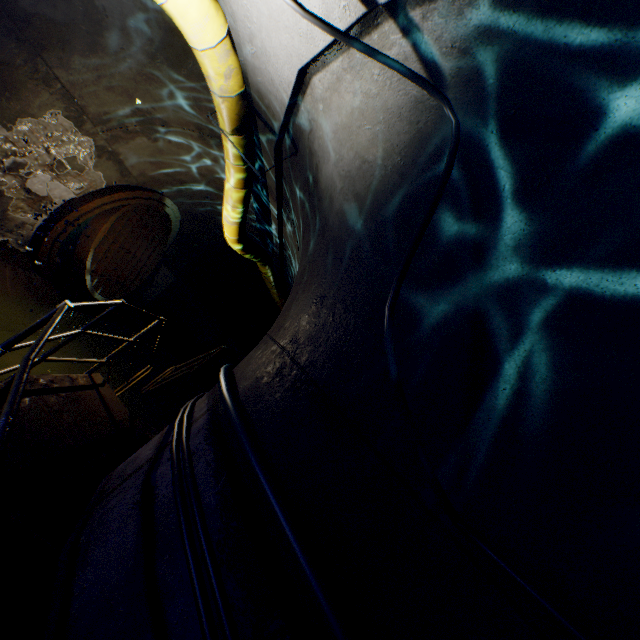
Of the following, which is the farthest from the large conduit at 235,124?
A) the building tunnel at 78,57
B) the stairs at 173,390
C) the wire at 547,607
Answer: the stairs at 173,390

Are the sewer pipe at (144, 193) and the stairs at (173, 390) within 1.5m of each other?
no

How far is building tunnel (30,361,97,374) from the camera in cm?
534

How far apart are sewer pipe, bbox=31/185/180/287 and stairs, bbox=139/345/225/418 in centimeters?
280cm

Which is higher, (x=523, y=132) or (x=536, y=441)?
(x=523, y=132)

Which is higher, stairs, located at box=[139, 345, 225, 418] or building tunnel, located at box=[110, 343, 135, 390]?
stairs, located at box=[139, 345, 225, 418]

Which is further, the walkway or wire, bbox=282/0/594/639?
the walkway

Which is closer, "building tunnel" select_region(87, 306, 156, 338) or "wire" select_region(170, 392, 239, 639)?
"wire" select_region(170, 392, 239, 639)
